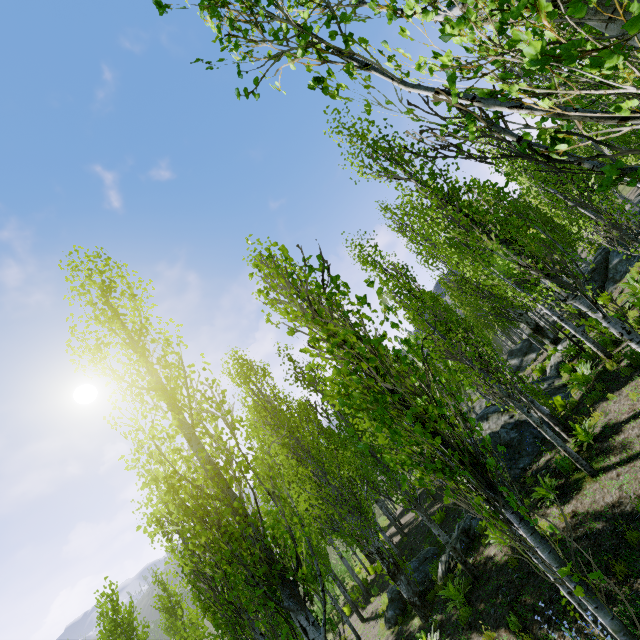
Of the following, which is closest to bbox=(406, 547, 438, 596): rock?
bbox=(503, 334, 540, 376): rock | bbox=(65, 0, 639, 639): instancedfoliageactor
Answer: bbox=(65, 0, 639, 639): instancedfoliageactor

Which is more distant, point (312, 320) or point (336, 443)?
point (336, 443)

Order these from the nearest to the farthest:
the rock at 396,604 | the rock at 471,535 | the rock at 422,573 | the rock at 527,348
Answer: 1. the rock at 471,535
2. the rock at 422,573
3. the rock at 396,604
4. the rock at 527,348

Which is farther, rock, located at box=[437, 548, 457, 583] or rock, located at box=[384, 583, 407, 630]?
rock, located at box=[384, 583, 407, 630]

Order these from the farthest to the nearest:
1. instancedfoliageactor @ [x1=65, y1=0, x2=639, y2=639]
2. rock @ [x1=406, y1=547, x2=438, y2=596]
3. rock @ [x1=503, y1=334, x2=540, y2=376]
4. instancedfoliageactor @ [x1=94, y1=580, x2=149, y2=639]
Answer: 1. rock @ [x1=503, y1=334, x2=540, y2=376]
2. instancedfoliageactor @ [x1=94, y1=580, x2=149, y2=639]
3. rock @ [x1=406, y1=547, x2=438, y2=596]
4. instancedfoliageactor @ [x1=65, y1=0, x2=639, y2=639]

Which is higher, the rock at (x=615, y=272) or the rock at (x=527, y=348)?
the rock at (x=615, y=272)
